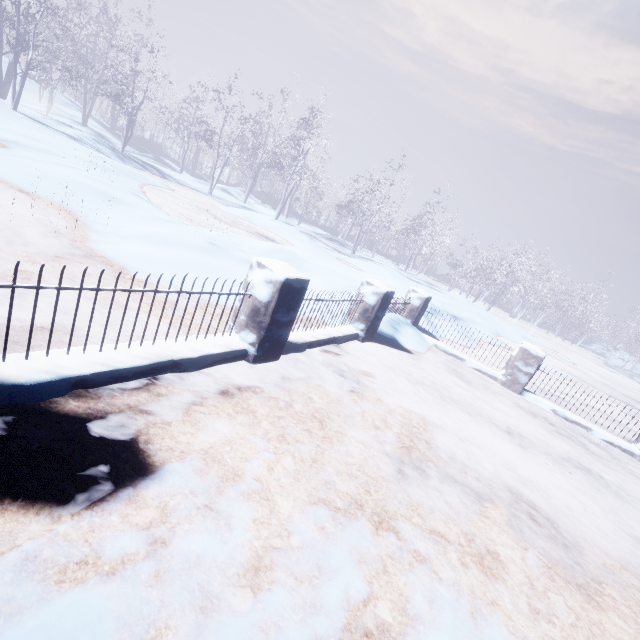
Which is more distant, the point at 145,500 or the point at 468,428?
the point at 468,428

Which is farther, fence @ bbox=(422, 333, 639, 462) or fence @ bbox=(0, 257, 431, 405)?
fence @ bbox=(422, 333, 639, 462)

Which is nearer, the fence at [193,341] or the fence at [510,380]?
the fence at [193,341]
